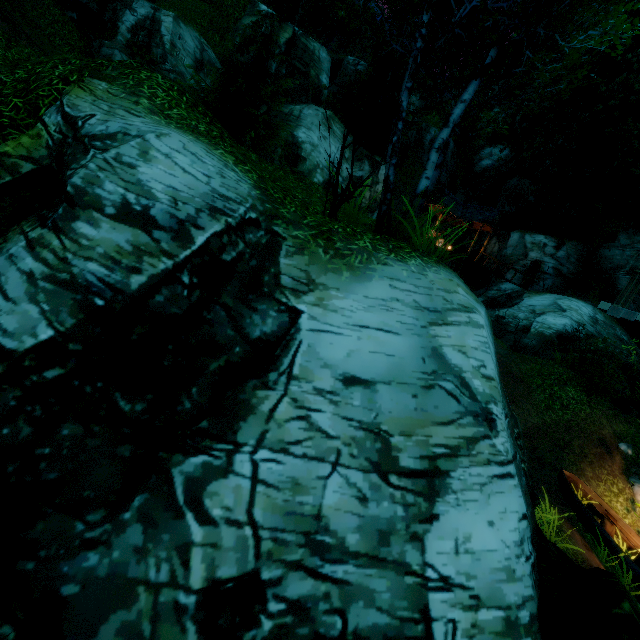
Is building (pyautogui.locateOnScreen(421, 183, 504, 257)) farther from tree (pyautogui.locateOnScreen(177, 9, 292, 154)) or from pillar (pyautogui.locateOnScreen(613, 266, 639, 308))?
pillar (pyautogui.locateOnScreen(613, 266, 639, 308))

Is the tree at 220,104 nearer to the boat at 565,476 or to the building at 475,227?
the building at 475,227

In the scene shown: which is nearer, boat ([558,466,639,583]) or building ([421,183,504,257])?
boat ([558,466,639,583])

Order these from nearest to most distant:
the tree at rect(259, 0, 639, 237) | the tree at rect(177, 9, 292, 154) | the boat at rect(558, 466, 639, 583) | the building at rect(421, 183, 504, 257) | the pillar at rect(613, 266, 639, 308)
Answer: the tree at rect(259, 0, 639, 237), the boat at rect(558, 466, 639, 583), the tree at rect(177, 9, 292, 154), the pillar at rect(613, 266, 639, 308), the building at rect(421, 183, 504, 257)

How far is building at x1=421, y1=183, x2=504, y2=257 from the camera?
24.7 meters

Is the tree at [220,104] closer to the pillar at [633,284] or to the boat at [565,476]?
the pillar at [633,284]

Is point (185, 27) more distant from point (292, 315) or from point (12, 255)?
point (292, 315)

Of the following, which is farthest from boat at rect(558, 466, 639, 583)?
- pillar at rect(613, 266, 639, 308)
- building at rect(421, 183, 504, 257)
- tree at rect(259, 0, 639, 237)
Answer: building at rect(421, 183, 504, 257)
